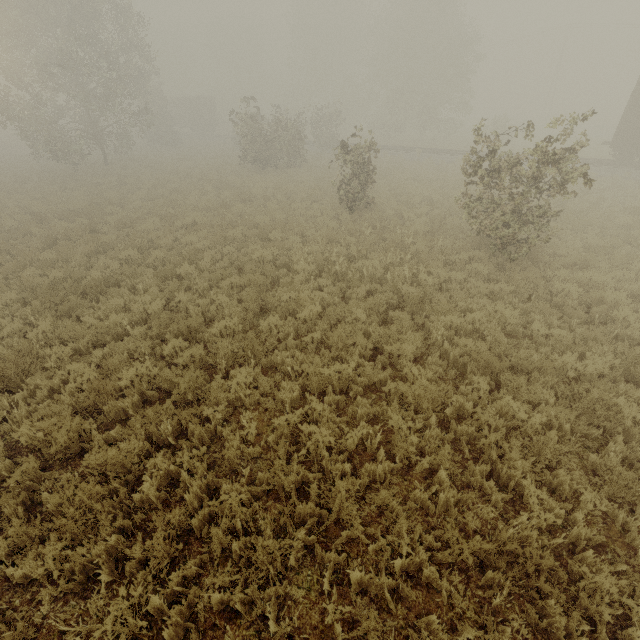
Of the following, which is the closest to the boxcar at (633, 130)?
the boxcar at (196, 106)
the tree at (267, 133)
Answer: the tree at (267, 133)

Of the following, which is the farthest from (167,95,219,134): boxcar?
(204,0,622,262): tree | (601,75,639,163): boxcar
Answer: (601,75,639,163): boxcar

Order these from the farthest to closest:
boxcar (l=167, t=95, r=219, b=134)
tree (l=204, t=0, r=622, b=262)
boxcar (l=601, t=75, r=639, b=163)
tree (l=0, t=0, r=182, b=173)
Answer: boxcar (l=167, t=95, r=219, b=134)
tree (l=0, t=0, r=182, b=173)
boxcar (l=601, t=75, r=639, b=163)
tree (l=204, t=0, r=622, b=262)

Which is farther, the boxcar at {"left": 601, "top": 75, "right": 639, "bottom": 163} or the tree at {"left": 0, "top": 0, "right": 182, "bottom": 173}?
the tree at {"left": 0, "top": 0, "right": 182, "bottom": 173}

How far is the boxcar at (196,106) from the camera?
45.1m

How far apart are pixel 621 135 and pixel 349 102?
38.4m

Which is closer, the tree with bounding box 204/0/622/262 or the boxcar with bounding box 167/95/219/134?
the tree with bounding box 204/0/622/262

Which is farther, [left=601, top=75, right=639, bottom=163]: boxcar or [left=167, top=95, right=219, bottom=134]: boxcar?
[left=167, top=95, right=219, bottom=134]: boxcar
